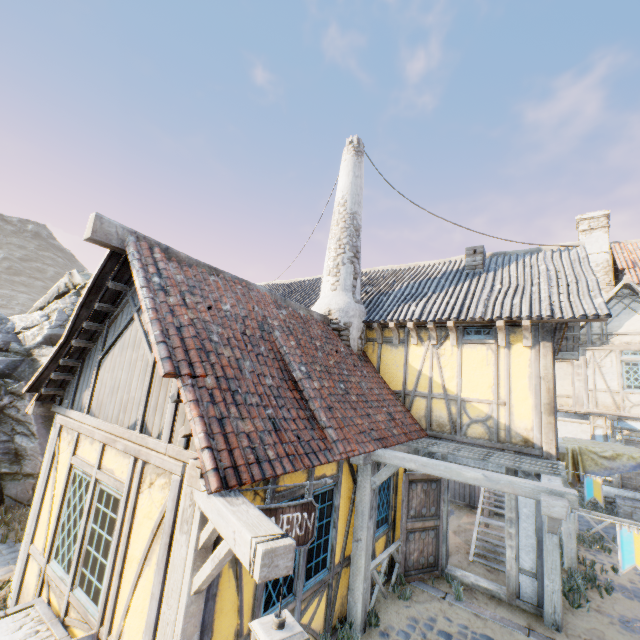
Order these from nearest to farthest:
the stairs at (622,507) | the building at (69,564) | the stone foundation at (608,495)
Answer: the building at (69,564) < the stairs at (622,507) < the stone foundation at (608,495)

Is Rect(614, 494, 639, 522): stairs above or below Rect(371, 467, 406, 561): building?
below

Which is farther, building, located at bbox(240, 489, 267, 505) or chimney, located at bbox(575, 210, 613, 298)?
chimney, located at bbox(575, 210, 613, 298)

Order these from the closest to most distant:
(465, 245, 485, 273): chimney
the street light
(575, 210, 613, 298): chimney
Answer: the street light < (465, 245, 485, 273): chimney < (575, 210, 613, 298): chimney

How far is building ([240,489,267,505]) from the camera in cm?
372

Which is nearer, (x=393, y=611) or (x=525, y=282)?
(x=393, y=611)

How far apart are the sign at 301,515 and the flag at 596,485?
6.0m

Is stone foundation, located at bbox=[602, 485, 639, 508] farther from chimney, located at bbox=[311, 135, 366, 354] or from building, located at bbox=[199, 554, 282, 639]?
building, located at bbox=[199, 554, 282, 639]
